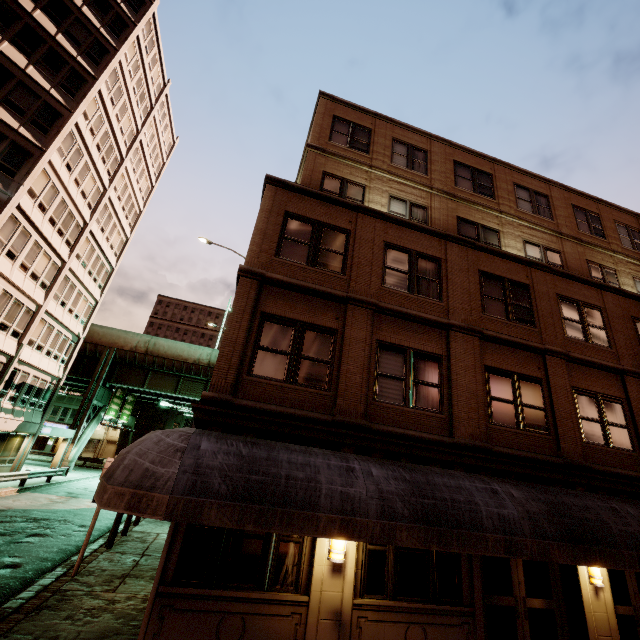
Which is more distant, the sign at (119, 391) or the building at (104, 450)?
the building at (104, 450)

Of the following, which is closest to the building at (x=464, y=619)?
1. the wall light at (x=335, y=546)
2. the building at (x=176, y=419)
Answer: the wall light at (x=335, y=546)

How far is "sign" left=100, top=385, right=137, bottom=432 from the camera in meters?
36.6 m

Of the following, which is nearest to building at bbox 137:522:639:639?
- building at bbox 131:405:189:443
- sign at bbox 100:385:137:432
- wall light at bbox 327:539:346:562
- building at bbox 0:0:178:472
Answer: wall light at bbox 327:539:346:562

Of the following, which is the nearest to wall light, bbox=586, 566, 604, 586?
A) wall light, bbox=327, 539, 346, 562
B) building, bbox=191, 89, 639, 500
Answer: building, bbox=191, 89, 639, 500

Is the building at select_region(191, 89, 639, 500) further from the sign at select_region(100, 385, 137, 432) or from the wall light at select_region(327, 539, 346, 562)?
the sign at select_region(100, 385, 137, 432)

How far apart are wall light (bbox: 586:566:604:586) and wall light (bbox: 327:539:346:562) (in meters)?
6.60

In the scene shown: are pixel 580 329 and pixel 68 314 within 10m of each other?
no
